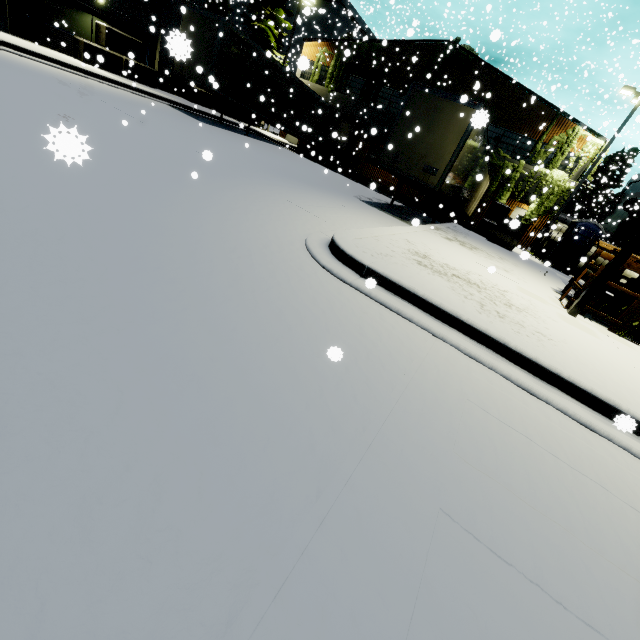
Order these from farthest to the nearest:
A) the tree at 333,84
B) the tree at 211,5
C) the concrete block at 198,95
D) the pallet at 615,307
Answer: the tree at 211,5 < the tree at 333,84 < the concrete block at 198,95 < the pallet at 615,307

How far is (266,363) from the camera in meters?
2.4 m

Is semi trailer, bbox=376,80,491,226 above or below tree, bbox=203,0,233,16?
below

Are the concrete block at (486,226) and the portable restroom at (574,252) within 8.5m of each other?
yes

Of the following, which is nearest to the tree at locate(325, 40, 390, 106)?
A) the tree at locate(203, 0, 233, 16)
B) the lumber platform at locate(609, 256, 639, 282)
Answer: the tree at locate(203, 0, 233, 16)

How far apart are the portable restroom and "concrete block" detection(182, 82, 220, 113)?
23.0m

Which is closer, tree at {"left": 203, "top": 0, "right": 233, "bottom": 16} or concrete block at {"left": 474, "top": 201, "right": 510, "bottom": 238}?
concrete block at {"left": 474, "top": 201, "right": 510, "bottom": 238}

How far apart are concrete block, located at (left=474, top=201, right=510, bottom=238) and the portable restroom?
3.1m
